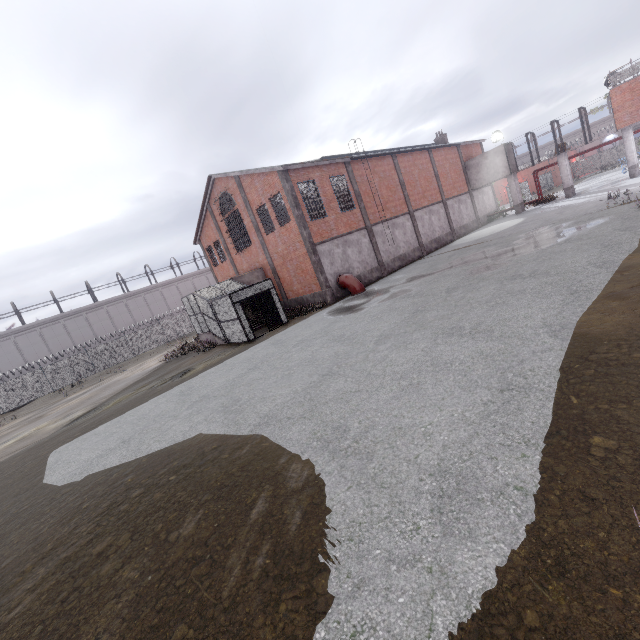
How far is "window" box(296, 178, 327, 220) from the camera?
20.9m

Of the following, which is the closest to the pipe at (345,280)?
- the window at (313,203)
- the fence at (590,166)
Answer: the window at (313,203)

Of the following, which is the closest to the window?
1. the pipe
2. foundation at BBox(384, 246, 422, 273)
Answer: the pipe

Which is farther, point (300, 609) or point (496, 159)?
point (496, 159)

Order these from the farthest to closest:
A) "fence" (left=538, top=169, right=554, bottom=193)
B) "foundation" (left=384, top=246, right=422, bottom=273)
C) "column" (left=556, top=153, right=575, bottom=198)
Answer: "fence" (left=538, top=169, right=554, bottom=193)
"column" (left=556, top=153, right=575, bottom=198)
"foundation" (left=384, top=246, right=422, bottom=273)

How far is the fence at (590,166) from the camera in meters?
52.9

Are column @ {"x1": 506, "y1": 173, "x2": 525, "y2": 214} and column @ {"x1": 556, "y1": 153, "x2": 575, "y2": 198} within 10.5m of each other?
yes

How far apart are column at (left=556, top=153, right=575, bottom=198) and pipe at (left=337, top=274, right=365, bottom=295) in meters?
23.7
